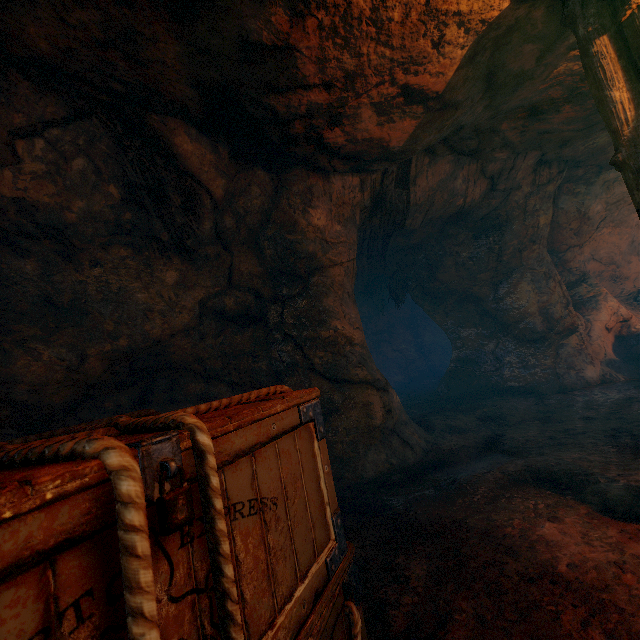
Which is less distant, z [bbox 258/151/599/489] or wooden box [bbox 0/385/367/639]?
wooden box [bbox 0/385/367/639]

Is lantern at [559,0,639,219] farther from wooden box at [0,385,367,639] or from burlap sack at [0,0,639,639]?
wooden box at [0,385,367,639]

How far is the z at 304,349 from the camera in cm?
524

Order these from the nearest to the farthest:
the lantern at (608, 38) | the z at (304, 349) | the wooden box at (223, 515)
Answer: the wooden box at (223, 515) < the lantern at (608, 38) < the z at (304, 349)

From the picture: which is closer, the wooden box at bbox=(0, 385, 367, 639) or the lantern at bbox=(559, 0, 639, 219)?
the wooden box at bbox=(0, 385, 367, 639)

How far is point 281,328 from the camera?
5.68m

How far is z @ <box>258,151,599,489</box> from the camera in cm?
524
